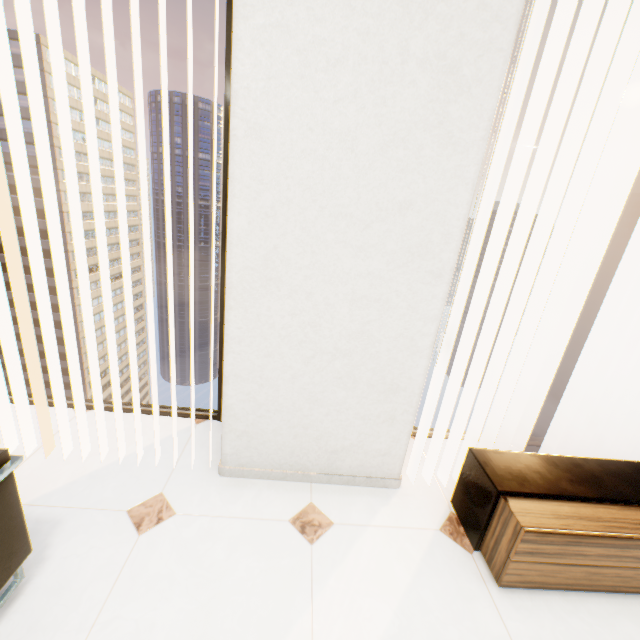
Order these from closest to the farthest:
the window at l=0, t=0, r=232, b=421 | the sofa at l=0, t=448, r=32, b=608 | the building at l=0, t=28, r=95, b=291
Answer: the sofa at l=0, t=448, r=32, b=608 < the window at l=0, t=0, r=232, b=421 < the building at l=0, t=28, r=95, b=291

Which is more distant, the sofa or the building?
the building

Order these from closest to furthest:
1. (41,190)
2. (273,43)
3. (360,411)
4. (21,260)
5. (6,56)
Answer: (273,43)
(360,411)
(6,56)
(41,190)
(21,260)

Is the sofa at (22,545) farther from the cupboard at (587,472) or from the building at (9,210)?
the building at (9,210)

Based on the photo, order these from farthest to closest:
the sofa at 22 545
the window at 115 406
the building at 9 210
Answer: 1. the building at 9 210
2. the window at 115 406
3. the sofa at 22 545

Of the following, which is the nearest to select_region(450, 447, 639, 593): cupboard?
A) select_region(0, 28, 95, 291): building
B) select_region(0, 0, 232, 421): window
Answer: select_region(0, 0, 232, 421): window

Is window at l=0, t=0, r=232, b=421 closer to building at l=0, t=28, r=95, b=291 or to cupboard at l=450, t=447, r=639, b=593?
cupboard at l=450, t=447, r=639, b=593

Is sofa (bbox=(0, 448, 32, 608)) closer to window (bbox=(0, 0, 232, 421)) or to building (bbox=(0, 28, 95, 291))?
window (bbox=(0, 0, 232, 421))
